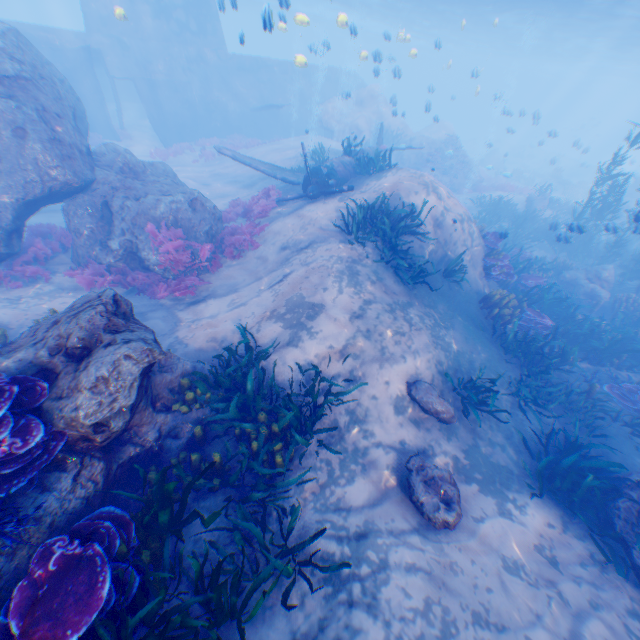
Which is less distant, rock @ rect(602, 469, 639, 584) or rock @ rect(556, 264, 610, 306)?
rock @ rect(602, 469, 639, 584)

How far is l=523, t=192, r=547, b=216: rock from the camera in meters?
20.3

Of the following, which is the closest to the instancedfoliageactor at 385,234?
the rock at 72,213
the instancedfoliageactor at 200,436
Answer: the rock at 72,213

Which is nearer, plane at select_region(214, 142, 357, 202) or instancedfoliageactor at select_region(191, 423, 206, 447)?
instancedfoliageactor at select_region(191, 423, 206, 447)

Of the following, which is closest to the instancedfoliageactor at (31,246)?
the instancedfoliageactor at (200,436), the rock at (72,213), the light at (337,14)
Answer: the rock at (72,213)

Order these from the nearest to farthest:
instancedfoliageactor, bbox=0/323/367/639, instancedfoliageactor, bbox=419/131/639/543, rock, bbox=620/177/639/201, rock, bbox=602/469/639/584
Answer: instancedfoliageactor, bbox=0/323/367/639, rock, bbox=602/469/639/584, instancedfoliageactor, bbox=419/131/639/543, rock, bbox=620/177/639/201

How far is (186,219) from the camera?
10.8 meters

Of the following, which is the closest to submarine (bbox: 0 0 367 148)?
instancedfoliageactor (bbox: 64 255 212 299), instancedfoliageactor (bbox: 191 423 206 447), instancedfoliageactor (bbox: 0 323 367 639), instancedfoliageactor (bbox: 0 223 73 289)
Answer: instancedfoliageactor (bbox: 64 255 212 299)
